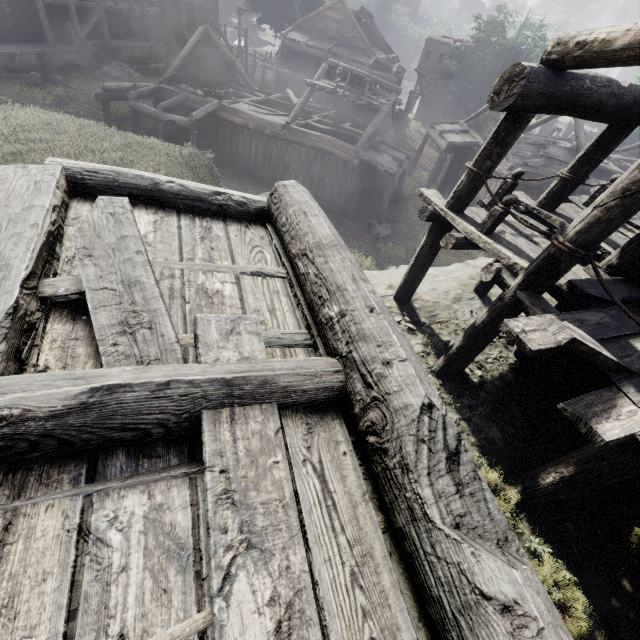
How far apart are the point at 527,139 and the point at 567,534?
22.04m

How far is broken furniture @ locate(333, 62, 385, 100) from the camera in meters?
18.0

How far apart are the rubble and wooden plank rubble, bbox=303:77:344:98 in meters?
16.7

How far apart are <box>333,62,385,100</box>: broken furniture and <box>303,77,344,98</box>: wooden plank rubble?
0.0 meters

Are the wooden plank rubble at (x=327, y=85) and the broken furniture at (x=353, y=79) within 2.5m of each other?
yes

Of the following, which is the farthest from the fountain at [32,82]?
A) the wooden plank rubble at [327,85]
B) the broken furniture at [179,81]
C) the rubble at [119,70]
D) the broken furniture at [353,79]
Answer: the broken furniture at [353,79]

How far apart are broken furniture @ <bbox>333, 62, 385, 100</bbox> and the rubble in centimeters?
1821cm

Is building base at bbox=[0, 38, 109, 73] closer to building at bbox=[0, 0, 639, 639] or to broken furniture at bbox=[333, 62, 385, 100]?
building at bbox=[0, 0, 639, 639]
